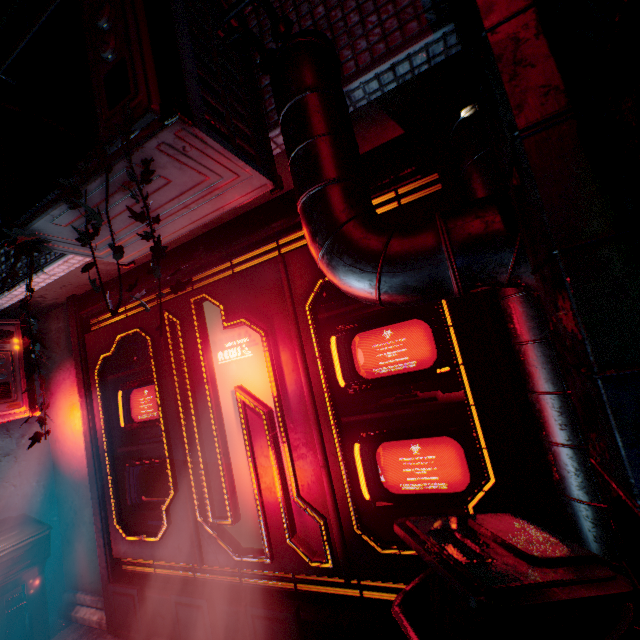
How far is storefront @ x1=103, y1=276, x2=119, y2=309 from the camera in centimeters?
284cm

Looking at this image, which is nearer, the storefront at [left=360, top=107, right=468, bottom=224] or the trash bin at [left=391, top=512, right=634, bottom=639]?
the trash bin at [left=391, top=512, right=634, bottom=639]

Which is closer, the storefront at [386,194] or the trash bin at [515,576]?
the trash bin at [515,576]

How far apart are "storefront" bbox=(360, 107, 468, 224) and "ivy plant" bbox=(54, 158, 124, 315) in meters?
1.0

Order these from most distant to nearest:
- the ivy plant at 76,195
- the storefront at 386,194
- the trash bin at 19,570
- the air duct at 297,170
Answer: the trash bin at 19,570 → the storefront at 386,194 → the ivy plant at 76,195 → the air duct at 297,170

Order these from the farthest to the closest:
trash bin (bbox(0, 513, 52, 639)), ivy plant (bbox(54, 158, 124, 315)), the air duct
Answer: trash bin (bbox(0, 513, 52, 639)) < ivy plant (bbox(54, 158, 124, 315)) < the air duct

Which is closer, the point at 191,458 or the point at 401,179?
the point at 401,179

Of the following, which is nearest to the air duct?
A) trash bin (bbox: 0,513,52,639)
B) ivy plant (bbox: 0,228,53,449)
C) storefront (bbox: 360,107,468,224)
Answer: storefront (bbox: 360,107,468,224)
